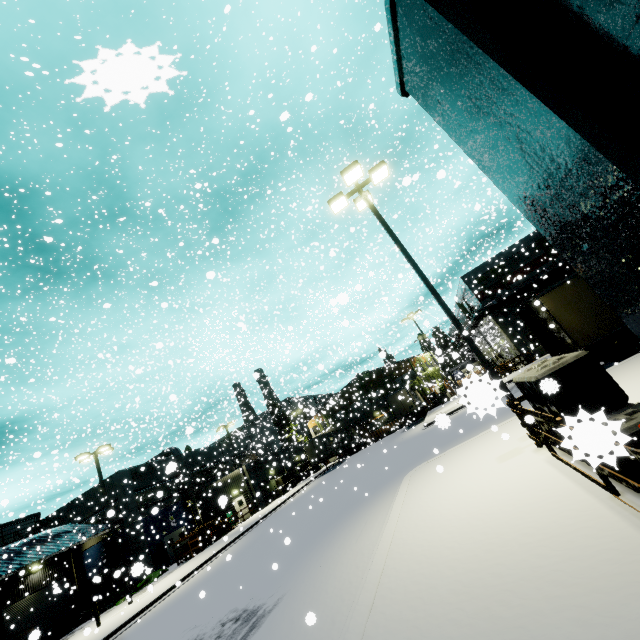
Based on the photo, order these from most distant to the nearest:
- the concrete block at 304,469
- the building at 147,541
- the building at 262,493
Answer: the concrete block at 304,469 → the building at 262,493 → the building at 147,541

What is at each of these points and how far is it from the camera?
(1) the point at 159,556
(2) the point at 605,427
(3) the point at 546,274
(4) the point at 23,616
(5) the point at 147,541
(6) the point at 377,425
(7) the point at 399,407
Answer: (1) electrical box, 30.78m
(2) concrete block, 0.98m
(3) pipe, 31.25m
(4) roll-up door, 26.58m
(5) building, 30.75m
(6) building, 34.38m
(7) semi trailer, 36.78m

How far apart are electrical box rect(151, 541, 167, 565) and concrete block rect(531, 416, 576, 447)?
13.8 meters

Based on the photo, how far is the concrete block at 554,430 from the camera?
1.0m

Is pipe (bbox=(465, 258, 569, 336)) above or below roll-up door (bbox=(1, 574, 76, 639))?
above

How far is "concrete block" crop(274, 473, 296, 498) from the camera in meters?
37.6 m

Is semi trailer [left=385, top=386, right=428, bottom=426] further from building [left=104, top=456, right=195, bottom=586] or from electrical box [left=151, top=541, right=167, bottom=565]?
electrical box [left=151, top=541, right=167, bottom=565]

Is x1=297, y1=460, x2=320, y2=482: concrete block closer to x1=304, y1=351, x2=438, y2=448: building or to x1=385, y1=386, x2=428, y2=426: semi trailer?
x1=304, y1=351, x2=438, y2=448: building
